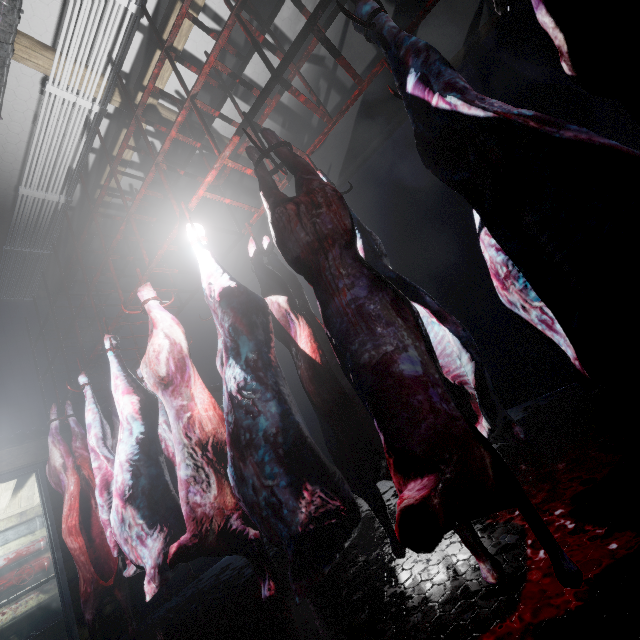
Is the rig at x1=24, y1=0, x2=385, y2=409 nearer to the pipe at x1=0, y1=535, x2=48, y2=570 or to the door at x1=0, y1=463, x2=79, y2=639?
the door at x1=0, y1=463, x2=79, y2=639

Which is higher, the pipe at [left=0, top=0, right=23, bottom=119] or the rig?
the pipe at [left=0, top=0, right=23, bottom=119]

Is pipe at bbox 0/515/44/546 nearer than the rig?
No

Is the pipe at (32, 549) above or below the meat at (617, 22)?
below

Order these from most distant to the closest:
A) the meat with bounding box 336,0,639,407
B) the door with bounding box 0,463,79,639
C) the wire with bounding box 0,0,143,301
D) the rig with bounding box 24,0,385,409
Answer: the door with bounding box 0,463,79,639 < the wire with bounding box 0,0,143,301 < the rig with bounding box 24,0,385,409 < the meat with bounding box 336,0,639,407

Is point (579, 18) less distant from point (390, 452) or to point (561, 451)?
point (390, 452)

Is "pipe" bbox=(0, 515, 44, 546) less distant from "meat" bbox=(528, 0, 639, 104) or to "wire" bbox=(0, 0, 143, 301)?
"wire" bbox=(0, 0, 143, 301)

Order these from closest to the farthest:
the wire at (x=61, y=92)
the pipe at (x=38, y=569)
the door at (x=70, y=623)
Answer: the wire at (x=61, y=92) < the door at (x=70, y=623) < the pipe at (x=38, y=569)
